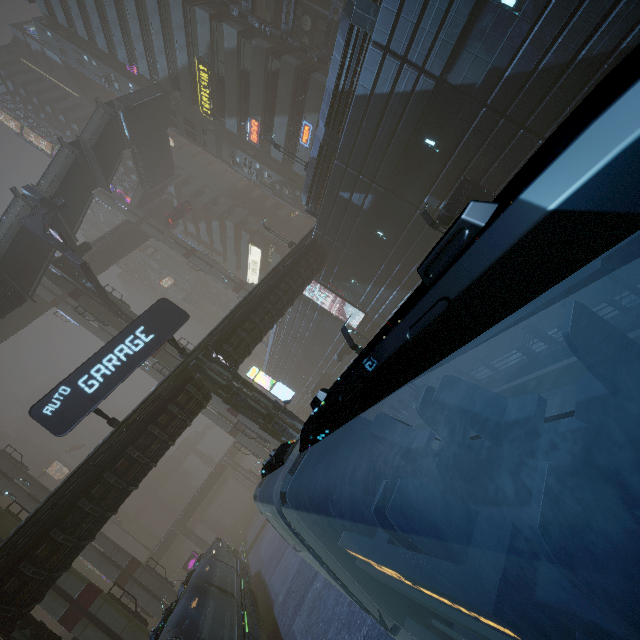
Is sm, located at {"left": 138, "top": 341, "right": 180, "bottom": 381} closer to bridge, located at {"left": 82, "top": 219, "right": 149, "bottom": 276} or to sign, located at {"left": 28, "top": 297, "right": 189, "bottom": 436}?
bridge, located at {"left": 82, "top": 219, "right": 149, "bottom": 276}

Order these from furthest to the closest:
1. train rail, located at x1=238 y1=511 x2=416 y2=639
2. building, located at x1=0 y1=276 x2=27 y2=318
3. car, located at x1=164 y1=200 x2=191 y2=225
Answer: car, located at x1=164 y1=200 x2=191 y2=225
building, located at x1=0 y1=276 x2=27 y2=318
train rail, located at x1=238 y1=511 x2=416 y2=639

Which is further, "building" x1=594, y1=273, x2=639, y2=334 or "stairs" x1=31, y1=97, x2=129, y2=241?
"stairs" x1=31, y1=97, x2=129, y2=241

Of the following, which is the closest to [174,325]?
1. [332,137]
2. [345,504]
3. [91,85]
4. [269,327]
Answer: [269,327]

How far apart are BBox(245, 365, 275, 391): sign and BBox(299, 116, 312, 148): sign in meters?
22.7

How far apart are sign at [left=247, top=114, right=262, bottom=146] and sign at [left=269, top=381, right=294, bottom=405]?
25.5m

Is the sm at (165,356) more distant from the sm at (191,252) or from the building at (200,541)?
the sm at (191,252)

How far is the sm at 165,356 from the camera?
28.2 meters
